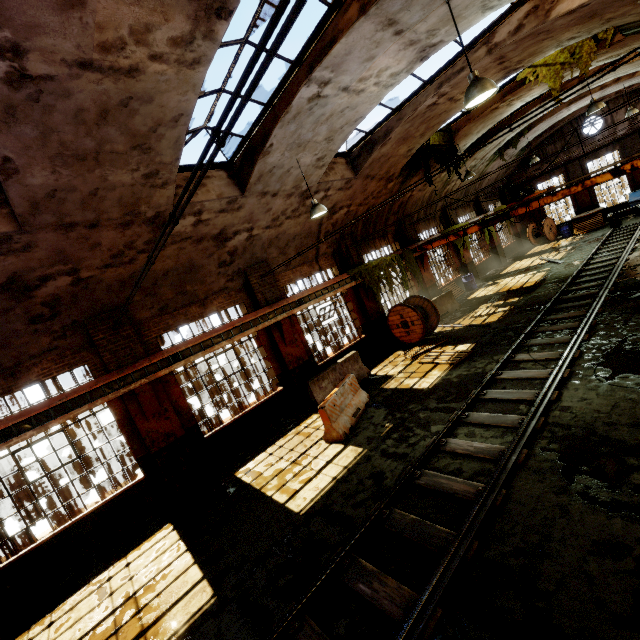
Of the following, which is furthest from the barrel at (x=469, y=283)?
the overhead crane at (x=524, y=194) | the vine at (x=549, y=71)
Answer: the vine at (x=549, y=71)

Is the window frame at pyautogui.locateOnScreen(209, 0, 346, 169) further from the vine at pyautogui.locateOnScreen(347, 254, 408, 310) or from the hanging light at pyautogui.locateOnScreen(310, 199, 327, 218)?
the vine at pyautogui.locateOnScreen(347, 254, 408, 310)

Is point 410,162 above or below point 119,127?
below

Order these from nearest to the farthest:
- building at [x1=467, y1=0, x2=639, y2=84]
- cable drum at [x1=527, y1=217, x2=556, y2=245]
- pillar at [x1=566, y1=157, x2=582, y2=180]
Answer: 1. building at [x1=467, y1=0, x2=639, y2=84]
2. pillar at [x1=566, y1=157, x2=582, y2=180]
3. cable drum at [x1=527, y1=217, x2=556, y2=245]

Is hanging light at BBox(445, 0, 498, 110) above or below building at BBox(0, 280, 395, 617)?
above

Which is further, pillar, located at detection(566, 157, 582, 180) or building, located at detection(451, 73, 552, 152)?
pillar, located at detection(566, 157, 582, 180)

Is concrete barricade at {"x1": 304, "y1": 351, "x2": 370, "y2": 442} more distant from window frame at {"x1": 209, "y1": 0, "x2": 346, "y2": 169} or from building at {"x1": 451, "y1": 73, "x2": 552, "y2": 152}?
→ window frame at {"x1": 209, "y1": 0, "x2": 346, "y2": 169}

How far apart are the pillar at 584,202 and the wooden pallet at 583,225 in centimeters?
153cm
